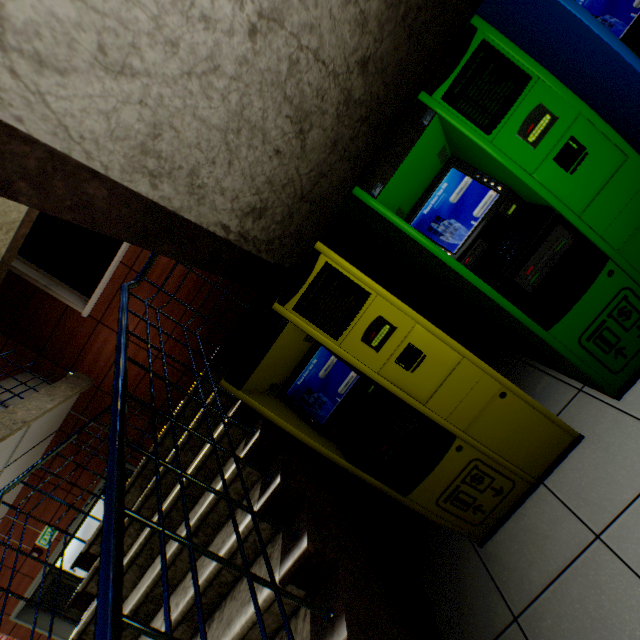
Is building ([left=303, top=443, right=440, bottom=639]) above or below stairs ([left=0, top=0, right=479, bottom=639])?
below

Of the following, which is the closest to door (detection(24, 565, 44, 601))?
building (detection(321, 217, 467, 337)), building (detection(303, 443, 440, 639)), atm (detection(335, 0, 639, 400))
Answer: building (detection(321, 217, 467, 337))

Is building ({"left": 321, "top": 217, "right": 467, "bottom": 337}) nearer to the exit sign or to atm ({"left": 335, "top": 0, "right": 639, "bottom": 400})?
atm ({"left": 335, "top": 0, "right": 639, "bottom": 400})

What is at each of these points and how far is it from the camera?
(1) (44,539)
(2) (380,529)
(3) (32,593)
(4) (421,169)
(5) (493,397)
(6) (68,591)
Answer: (1) exit sign, 5.75m
(2) building, 2.04m
(3) door, 6.19m
(4) atm, 1.36m
(5) atm, 1.46m
(6) door, 6.33m

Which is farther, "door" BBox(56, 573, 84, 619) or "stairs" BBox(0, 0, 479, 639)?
"door" BBox(56, 573, 84, 619)

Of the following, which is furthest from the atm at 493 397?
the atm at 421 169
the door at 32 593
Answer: the door at 32 593

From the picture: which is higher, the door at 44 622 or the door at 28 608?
the door at 28 608

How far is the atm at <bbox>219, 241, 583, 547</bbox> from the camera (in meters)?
Result: 1.37
